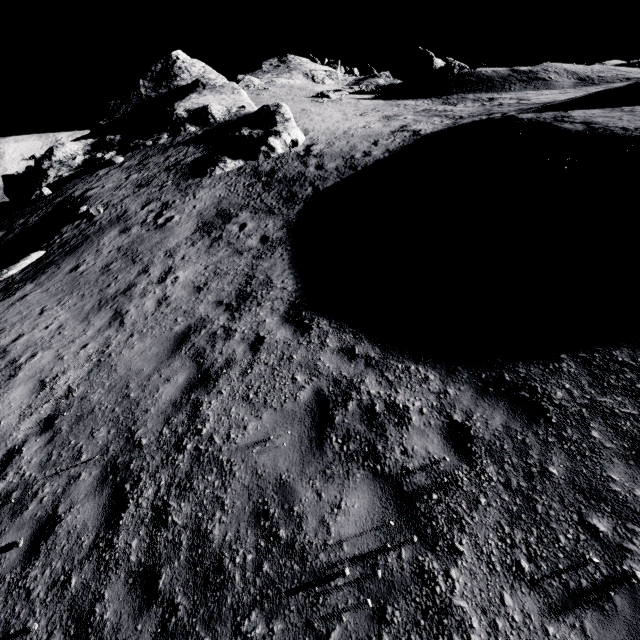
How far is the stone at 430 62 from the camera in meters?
36.5

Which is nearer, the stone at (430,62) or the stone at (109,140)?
the stone at (109,140)

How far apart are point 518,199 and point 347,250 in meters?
4.6 m

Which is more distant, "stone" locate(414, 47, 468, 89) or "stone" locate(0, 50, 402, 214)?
"stone" locate(414, 47, 468, 89)

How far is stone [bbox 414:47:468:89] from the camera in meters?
36.5 m
